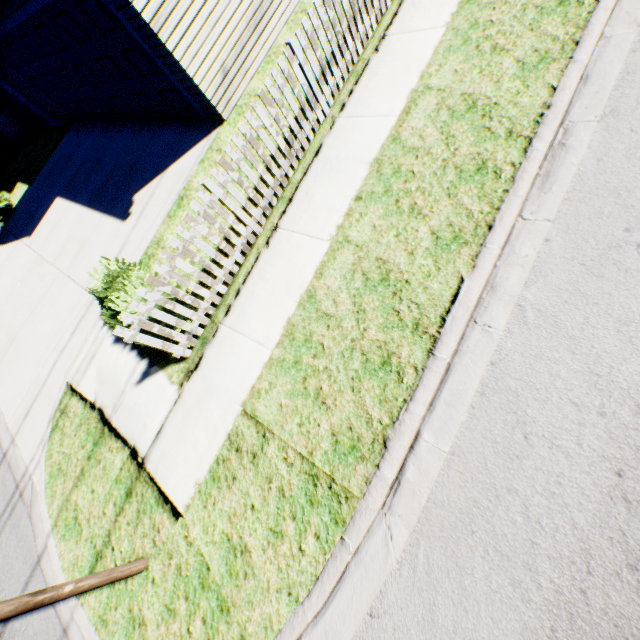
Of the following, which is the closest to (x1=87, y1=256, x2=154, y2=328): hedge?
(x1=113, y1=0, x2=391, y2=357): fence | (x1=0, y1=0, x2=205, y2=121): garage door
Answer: (x1=113, y1=0, x2=391, y2=357): fence

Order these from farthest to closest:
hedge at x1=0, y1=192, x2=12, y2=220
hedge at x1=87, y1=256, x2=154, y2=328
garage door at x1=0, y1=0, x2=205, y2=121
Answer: hedge at x1=0, y1=192, x2=12, y2=220, garage door at x1=0, y1=0, x2=205, y2=121, hedge at x1=87, y1=256, x2=154, y2=328

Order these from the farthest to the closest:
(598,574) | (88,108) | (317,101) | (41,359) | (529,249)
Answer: (88,108)
(41,359)
(317,101)
(529,249)
(598,574)

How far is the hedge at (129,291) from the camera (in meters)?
5.30

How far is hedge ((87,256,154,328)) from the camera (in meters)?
5.30

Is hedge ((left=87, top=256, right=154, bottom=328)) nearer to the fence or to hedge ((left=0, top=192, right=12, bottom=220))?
the fence

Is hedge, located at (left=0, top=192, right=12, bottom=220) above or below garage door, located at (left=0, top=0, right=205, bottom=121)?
below

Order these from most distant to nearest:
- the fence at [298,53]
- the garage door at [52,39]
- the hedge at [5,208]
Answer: the hedge at [5,208] < the garage door at [52,39] < the fence at [298,53]
